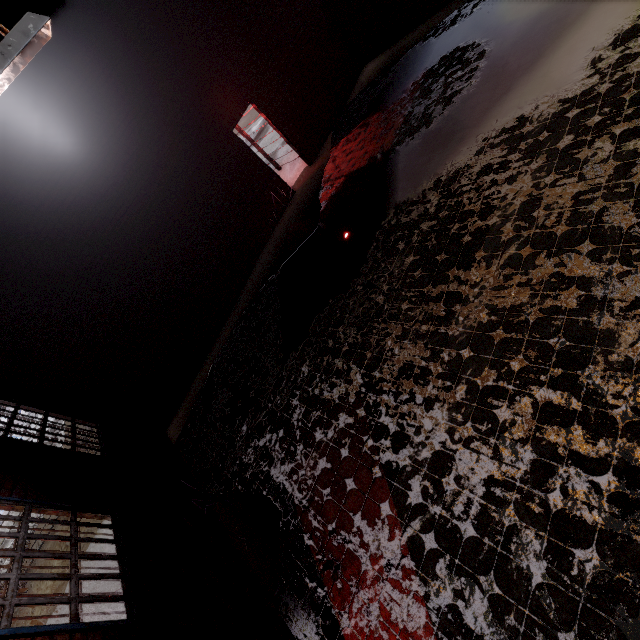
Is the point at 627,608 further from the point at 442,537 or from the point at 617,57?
the point at 617,57

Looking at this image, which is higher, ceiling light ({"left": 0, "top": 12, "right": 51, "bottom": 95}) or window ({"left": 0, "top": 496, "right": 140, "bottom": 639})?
ceiling light ({"left": 0, "top": 12, "right": 51, "bottom": 95})

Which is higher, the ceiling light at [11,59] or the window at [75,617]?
the ceiling light at [11,59]
